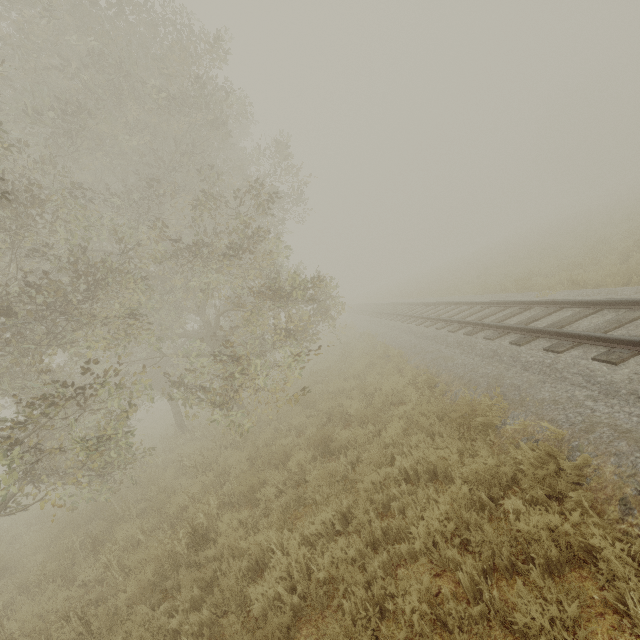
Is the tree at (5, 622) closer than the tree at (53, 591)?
Yes

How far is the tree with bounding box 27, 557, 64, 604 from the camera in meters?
5.8 m

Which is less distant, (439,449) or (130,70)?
(439,449)

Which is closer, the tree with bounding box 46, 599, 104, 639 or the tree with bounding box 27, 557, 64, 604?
the tree with bounding box 46, 599, 104, 639
